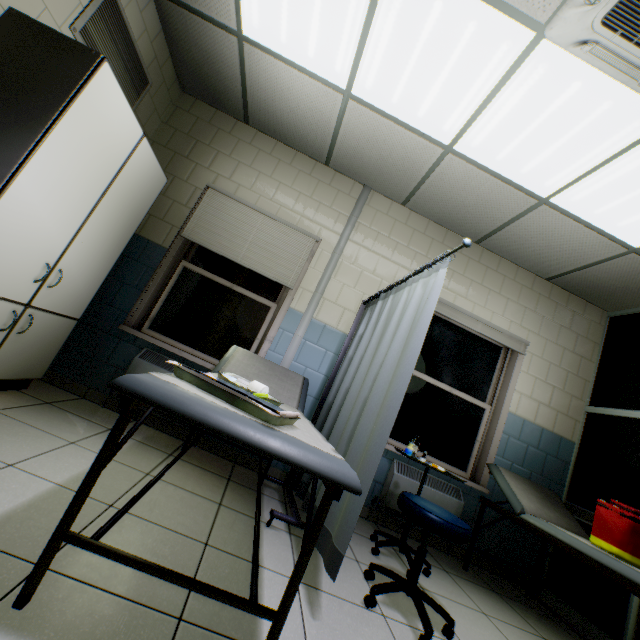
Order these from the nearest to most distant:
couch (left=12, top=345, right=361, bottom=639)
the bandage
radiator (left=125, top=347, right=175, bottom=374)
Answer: couch (left=12, top=345, right=361, bottom=639), the bandage, radiator (left=125, top=347, right=175, bottom=374)

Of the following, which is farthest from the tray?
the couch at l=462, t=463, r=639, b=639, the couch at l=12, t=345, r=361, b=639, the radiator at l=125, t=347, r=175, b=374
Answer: the couch at l=462, t=463, r=639, b=639

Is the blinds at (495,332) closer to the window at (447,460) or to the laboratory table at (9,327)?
the window at (447,460)

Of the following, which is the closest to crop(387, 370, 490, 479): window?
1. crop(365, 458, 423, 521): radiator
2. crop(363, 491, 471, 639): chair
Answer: crop(365, 458, 423, 521): radiator

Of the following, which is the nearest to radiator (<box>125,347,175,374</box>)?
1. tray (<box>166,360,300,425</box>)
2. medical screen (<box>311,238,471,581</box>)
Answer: medical screen (<box>311,238,471,581</box>)

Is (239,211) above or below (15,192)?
above

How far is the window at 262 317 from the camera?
3.3m

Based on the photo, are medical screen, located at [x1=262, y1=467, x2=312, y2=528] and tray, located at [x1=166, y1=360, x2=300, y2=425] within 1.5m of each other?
yes
